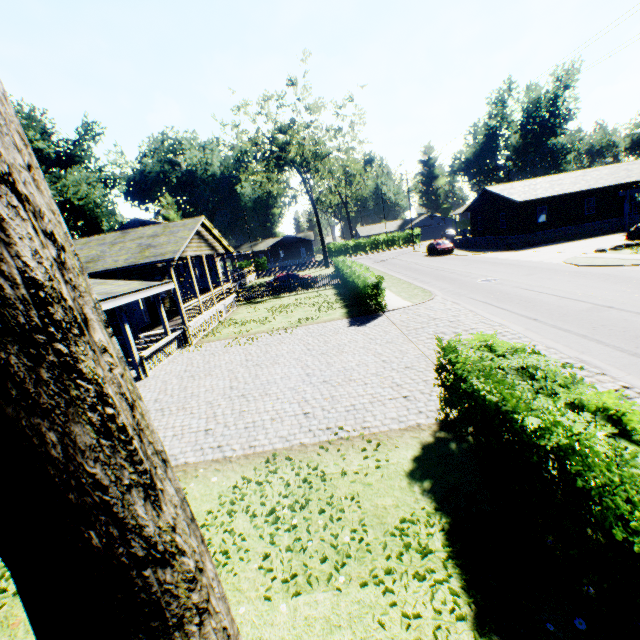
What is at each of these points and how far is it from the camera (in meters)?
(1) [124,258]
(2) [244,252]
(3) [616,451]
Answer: (1) flat, 15.77
(2) house, 43.72
(3) hedge, 3.27

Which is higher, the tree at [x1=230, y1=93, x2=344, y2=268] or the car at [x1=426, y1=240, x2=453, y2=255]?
the tree at [x1=230, y1=93, x2=344, y2=268]

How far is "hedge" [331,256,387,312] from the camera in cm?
1589

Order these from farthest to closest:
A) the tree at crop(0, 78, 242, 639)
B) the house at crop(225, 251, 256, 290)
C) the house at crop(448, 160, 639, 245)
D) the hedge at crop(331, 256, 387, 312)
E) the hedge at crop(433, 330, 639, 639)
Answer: the house at crop(225, 251, 256, 290), the house at crop(448, 160, 639, 245), the hedge at crop(331, 256, 387, 312), the hedge at crop(433, 330, 639, 639), the tree at crop(0, 78, 242, 639)

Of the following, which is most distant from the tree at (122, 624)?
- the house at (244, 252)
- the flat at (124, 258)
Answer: the house at (244, 252)

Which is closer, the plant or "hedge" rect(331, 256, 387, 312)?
"hedge" rect(331, 256, 387, 312)

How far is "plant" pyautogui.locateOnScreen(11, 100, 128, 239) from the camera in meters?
38.9 m

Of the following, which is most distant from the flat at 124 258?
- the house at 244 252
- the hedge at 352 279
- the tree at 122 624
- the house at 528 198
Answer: the house at 528 198
